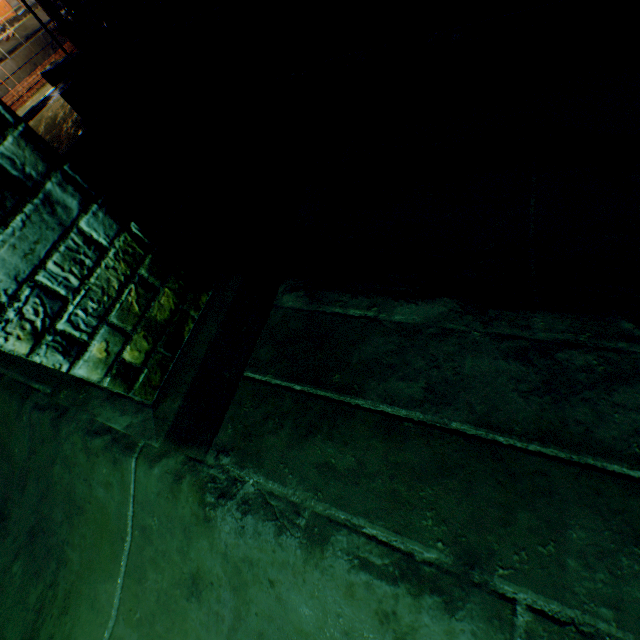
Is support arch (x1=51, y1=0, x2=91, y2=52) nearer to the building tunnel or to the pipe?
the building tunnel

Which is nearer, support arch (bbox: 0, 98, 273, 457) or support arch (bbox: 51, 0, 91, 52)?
support arch (bbox: 0, 98, 273, 457)

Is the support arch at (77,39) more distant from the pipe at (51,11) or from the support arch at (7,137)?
the support arch at (7,137)

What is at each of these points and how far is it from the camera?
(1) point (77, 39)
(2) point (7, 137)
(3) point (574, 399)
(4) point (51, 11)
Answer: (1) support arch, 5.4m
(2) support arch, 0.6m
(3) building tunnel, 0.8m
(4) pipe, 7.8m

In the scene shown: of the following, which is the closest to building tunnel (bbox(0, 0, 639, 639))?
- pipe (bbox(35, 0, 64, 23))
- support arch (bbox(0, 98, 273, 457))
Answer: support arch (bbox(0, 98, 273, 457))

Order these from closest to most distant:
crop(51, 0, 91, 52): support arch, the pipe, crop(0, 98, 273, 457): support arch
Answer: crop(0, 98, 273, 457): support arch < crop(51, 0, 91, 52): support arch < the pipe

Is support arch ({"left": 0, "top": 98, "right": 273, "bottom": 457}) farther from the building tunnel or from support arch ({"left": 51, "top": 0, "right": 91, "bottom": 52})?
support arch ({"left": 51, "top": 0, "right": 91, "bottom": 52})

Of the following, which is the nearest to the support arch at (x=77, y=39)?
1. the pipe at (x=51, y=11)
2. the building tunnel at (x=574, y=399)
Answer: the building tunnel at (x=574, y=399)
